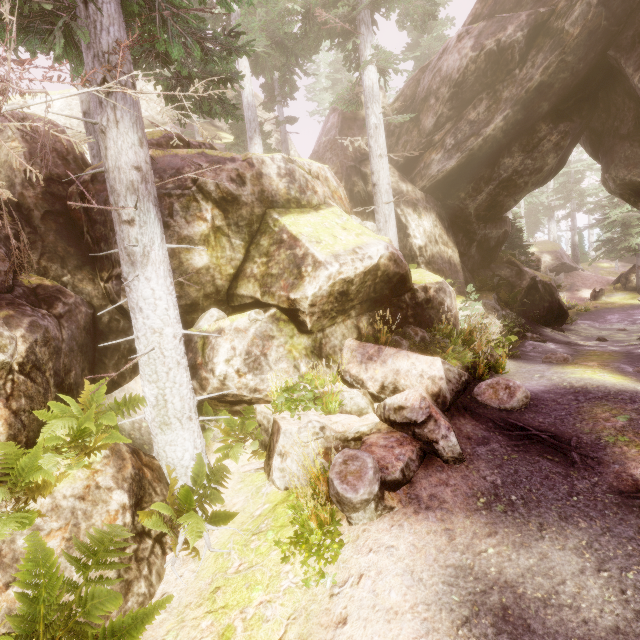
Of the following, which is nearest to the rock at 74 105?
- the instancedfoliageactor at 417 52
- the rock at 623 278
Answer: the instancedfoliageactor at 417 52

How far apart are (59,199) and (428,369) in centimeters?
927cm

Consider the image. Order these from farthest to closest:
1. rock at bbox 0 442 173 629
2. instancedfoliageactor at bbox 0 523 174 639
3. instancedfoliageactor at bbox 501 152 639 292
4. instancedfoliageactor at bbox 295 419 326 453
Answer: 1. instancedfoliageactor at bbox 501 152 639 292
2. instancedfoliageactor at bbox 295 419 326 453
3. rock at bbox 0 442 173 629
4. instancedfoliageactor at bbox 0 523 174 639

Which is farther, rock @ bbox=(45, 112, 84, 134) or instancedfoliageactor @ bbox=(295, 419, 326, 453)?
rock @ bbox=(45, 112, 84, 134)

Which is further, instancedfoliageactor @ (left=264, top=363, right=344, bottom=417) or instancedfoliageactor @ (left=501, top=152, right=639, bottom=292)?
instancedfoliageactor @ (left=501, top=152, right=639, bottom=292)

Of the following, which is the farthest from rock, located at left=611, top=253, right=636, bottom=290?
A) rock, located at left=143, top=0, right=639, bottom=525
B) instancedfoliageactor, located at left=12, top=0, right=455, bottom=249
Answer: rock, located at left=143, top=0, right=639, bottom=525

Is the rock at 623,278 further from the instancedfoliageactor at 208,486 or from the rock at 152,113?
the rock at 152,113

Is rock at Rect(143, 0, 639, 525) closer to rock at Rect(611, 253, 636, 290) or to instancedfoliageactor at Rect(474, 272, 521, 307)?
instancedfoliageactor at Rect(474, 272, 521, 307)
